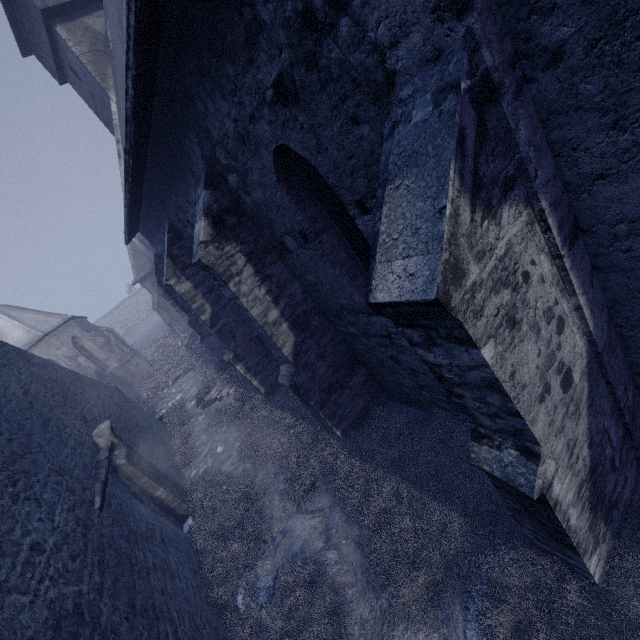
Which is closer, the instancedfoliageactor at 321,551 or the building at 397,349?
the building at 397,349

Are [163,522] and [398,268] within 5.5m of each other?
no

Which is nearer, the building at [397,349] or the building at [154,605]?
the building at [397,349]

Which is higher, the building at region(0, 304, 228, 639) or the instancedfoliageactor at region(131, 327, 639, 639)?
the building at region(0, 304, 228, 639)

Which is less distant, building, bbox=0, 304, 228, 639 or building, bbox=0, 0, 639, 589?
building, bbox=0, 0, 639, 589

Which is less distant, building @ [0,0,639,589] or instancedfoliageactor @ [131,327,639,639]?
building @ [0,0,639,589]
